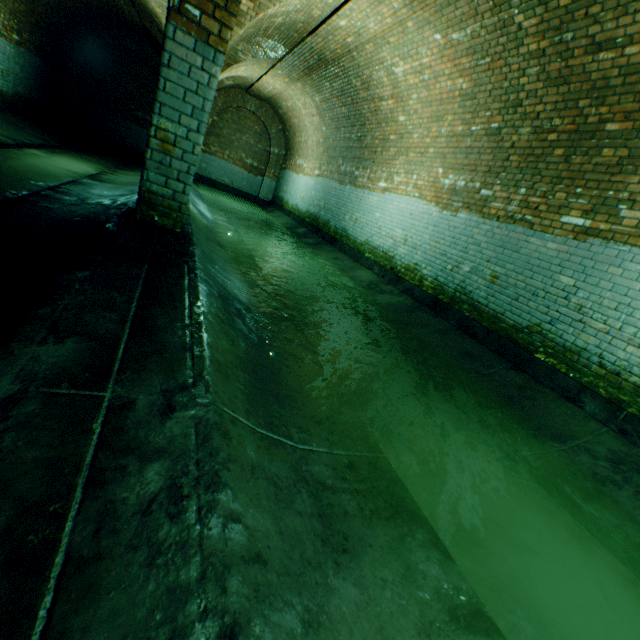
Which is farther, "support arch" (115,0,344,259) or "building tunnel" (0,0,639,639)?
"support arch" (115,0,344,259)

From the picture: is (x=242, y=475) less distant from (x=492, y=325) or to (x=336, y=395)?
(x=336, y=395)

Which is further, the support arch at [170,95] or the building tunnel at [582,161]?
the support arch at [170,95]
